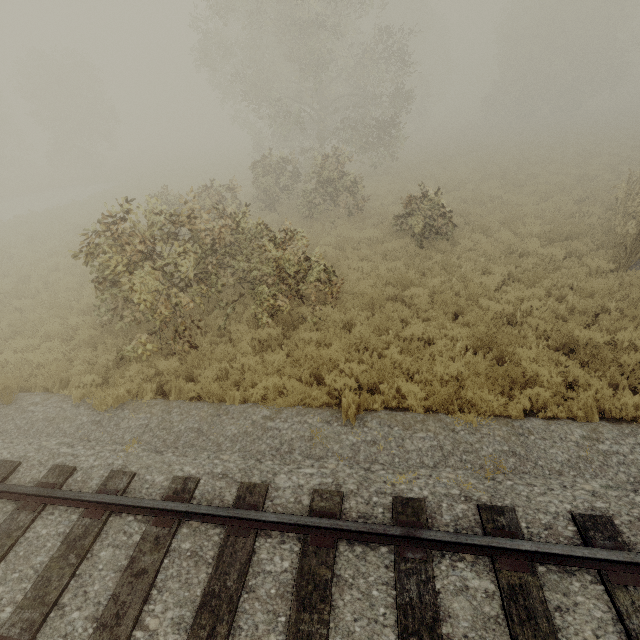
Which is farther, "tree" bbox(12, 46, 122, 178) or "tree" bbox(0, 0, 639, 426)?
"tree" bbox(12, 46, 122, 178)

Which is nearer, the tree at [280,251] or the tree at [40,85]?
the tree at [280,251]

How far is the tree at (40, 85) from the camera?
31.09m

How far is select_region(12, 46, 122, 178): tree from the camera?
31.1 meters

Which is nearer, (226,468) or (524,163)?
(226,468)
